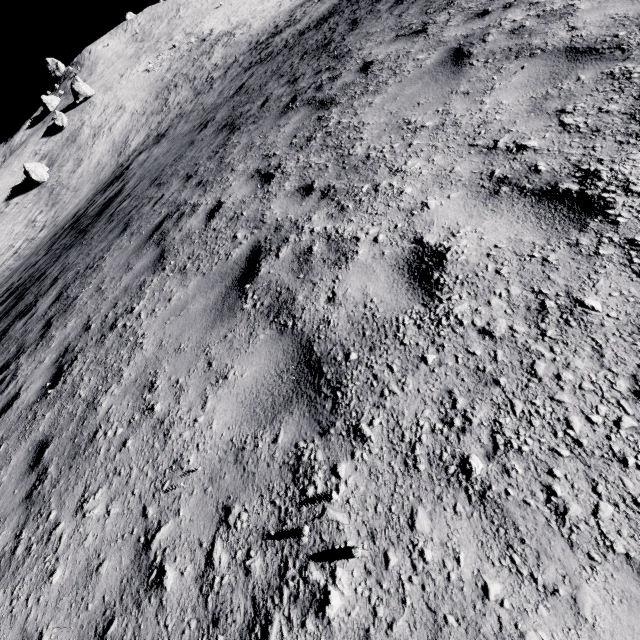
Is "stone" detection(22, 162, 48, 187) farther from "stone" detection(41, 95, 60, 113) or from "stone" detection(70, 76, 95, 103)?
"stone" detection(41, 95, 60, 113)

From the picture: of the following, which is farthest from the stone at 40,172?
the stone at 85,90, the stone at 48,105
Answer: the stone at 48,105

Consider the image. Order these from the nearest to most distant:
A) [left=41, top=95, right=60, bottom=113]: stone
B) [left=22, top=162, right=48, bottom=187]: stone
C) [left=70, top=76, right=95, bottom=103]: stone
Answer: [left=22, top=162, right=48, bottom=187]: stone < [left=70, top=76, right=95, bottom=103]: stone < [left=41, top=95, right=60, bottom=113]: stone

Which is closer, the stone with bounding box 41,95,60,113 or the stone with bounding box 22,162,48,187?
the stone with bounding box 22,162,48,187

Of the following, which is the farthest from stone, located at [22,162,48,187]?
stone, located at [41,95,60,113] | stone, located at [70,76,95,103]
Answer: stone, located at [41,95,60,113]

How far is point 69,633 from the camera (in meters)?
1.92

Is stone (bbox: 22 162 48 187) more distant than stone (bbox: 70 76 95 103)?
No

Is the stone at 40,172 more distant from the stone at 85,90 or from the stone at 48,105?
the stone at 48,105
